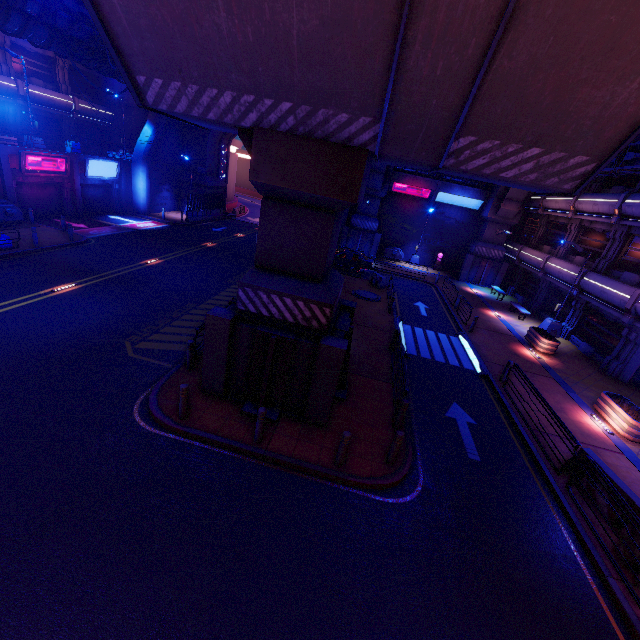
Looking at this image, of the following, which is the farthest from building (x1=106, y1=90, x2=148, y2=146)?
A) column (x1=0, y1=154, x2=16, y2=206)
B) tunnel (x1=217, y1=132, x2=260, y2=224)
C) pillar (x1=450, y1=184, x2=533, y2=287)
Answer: pillar (x1=450, y1=184, x2=533, y2=287)

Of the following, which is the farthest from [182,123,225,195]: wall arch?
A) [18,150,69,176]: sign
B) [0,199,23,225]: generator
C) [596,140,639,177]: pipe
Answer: [0,199,23,225]: generator

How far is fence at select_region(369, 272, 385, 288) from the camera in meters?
24.1

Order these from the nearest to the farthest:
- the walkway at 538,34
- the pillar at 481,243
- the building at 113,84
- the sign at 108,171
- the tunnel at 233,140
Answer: the walkway at 538,34 → the sign at 108,171 → the pillar at 481,243 → the building at 113,84 → the tunnel at 233,140

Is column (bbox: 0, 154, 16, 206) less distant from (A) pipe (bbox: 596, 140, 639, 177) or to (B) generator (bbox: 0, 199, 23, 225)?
(B) generator (bbox: 0, 199, 23, 225)

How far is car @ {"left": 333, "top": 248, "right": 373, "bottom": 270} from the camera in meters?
27.2 m

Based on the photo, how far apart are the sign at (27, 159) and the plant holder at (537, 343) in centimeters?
3509cm

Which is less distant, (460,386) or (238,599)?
(238,599)
